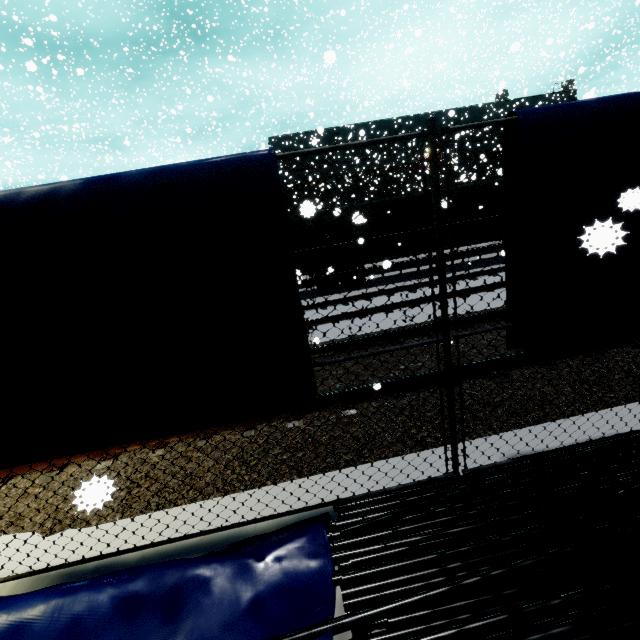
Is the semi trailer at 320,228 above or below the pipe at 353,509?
above

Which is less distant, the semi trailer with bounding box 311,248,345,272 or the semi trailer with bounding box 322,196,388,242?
the semi trailer with bounding box 322,196,388,242

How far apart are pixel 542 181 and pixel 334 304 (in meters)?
8.61

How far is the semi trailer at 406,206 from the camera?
14.7 meters

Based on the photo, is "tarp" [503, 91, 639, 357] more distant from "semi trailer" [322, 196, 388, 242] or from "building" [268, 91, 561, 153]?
"building" [268, 91, 561, 153]

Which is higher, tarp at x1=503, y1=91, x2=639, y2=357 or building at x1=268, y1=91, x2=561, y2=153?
building at x1=268, y1=91, x2=561, y2=153

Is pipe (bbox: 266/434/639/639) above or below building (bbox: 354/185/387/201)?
below

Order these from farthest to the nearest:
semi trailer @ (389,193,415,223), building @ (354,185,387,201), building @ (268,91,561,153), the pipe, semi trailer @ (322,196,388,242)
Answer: building @ (354,185,387,201)
building @ (268,91,561,153)
semi trailer @ (389,193,415,223)
semi trailer @ (322,196,388,242)
the pipe
